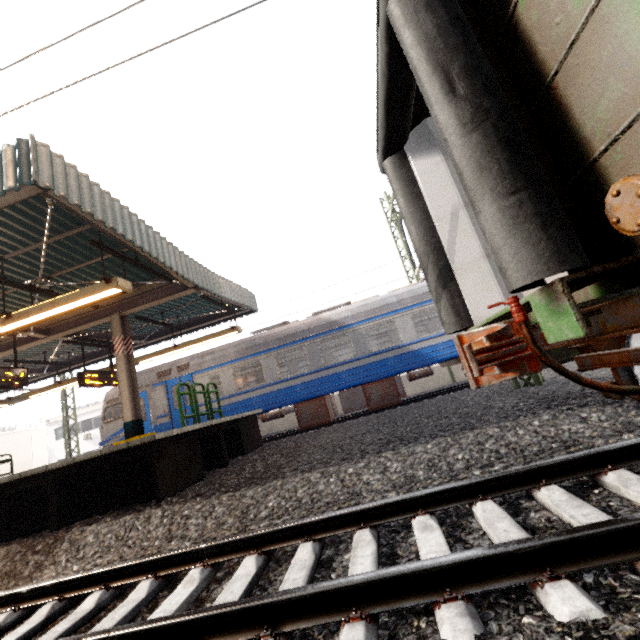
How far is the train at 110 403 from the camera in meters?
12.6

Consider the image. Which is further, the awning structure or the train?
the train

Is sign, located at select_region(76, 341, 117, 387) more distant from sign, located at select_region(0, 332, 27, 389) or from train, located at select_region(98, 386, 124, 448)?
sign, located at select_region(0, 332, 27, 389)

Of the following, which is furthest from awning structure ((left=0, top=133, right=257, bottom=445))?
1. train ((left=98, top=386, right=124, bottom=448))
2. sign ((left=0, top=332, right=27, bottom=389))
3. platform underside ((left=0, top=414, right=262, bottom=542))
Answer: platform underside ((left=0, top=414, right=262, bottom=542))

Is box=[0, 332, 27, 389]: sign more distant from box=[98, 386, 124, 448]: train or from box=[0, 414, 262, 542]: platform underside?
box=[98, 386, 124, 448]: train

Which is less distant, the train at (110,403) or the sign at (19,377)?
the sign at (19,377)

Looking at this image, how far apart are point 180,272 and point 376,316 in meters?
6.6

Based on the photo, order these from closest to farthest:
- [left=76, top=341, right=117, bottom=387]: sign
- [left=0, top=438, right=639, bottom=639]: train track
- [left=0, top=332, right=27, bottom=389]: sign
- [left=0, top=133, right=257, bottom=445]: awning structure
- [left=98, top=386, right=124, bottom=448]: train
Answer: [left=0, top=438, right=639, bottom=639]: train track
[left=0, top=133, right=257, bottom=445]: awning structure
[left=0, top=332, right=27, bottom=389]: sign
[left=76, top=341, right=117, bottom=387]: sign
[left=98, top=386, right=124, bottom=448]: train
